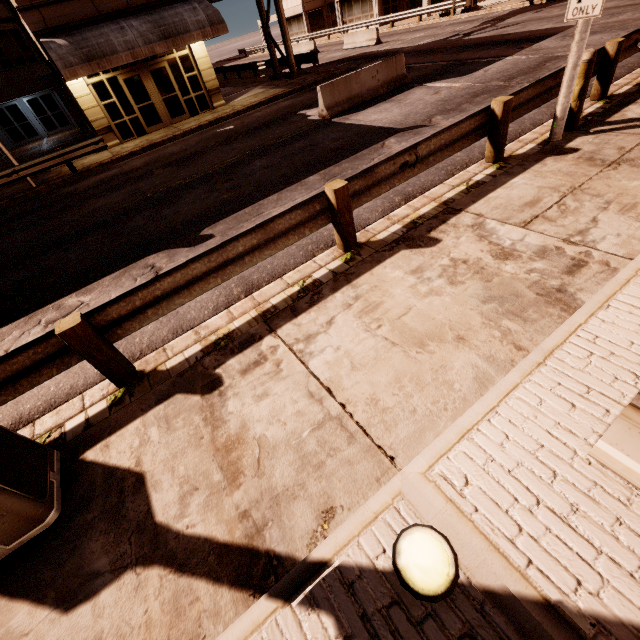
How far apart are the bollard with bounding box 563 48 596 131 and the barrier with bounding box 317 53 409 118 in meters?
7.6 m

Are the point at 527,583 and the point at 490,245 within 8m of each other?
yes

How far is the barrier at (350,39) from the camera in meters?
24.4

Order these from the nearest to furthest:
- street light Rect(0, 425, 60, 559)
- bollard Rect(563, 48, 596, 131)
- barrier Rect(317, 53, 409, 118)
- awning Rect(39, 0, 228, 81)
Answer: street light Rect(0, 425, 60, 559), bollard Rect(563, 48, 596, 131), barrier Rect(317, 53, 409, 118), awning Rect(39, 0, 228, 81)

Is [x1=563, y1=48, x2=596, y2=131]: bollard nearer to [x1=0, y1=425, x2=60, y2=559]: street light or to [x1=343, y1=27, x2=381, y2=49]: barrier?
[x1=0, y1=425, x2=60, y2=559]: street light

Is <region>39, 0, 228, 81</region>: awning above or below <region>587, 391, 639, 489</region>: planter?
above

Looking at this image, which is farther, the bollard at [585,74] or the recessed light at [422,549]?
the bollard at [585,74]

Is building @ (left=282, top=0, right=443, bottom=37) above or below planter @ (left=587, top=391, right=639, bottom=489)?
above
